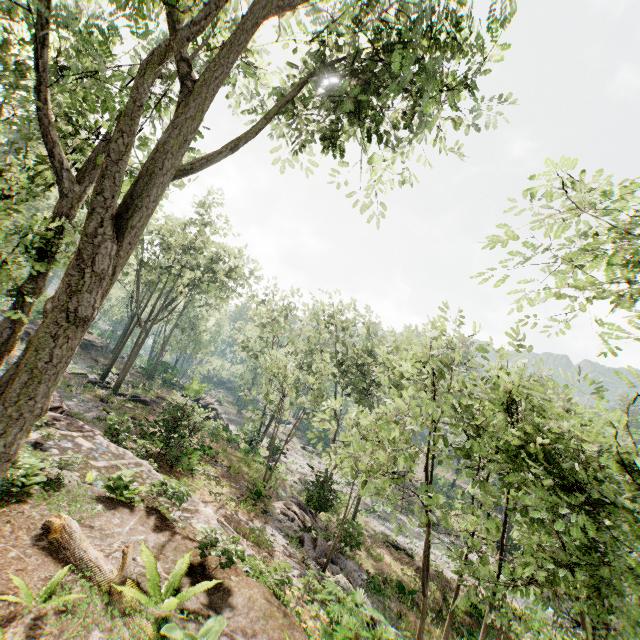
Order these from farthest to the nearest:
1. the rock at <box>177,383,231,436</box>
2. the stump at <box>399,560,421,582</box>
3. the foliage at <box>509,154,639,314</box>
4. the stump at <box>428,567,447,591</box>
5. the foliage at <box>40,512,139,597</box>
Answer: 1. the rock at <box>177,383,231,436</box>
2. the stump at <box>399,560,421,582</box>
3. the stump at <box>428,567,447,591</box>
4. the foliage at <box>509,154,639,314</box>
5. the foliage at <box>40,512,139,597</box>

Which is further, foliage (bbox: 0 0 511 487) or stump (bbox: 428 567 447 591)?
stump (bbox: 428 567 447 591)

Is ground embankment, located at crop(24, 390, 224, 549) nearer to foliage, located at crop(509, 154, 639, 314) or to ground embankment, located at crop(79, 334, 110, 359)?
foliage, located at crop(509, 154, 639, 314)

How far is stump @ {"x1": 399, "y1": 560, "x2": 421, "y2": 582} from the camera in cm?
2060

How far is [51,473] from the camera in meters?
8.0

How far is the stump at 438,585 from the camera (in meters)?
19.83

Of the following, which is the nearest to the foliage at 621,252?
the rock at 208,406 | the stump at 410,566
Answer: the rock at 208,406

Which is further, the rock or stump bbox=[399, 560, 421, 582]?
the rock
